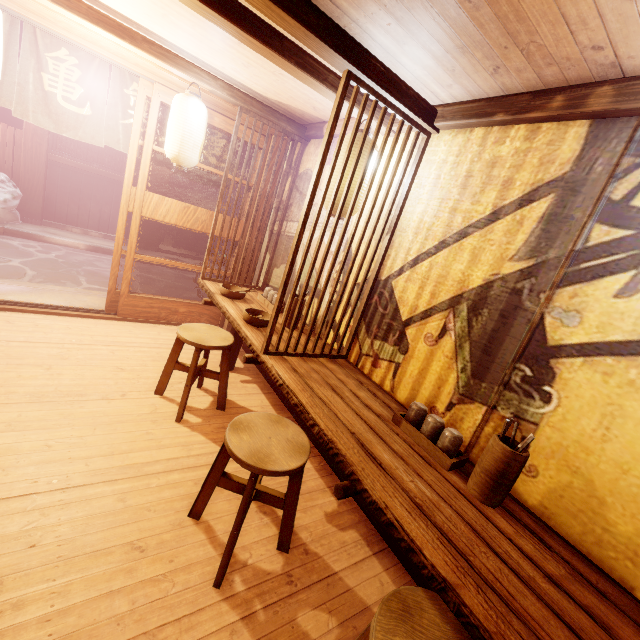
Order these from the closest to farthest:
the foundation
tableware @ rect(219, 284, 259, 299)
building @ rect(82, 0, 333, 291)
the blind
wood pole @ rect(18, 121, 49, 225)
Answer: building @ rect(82, 0, 333, 291) → tableware @ rect(219, 284, 259, 299) → wood pole @ rect(18, 121, 49, 225) → the foundation → the blind

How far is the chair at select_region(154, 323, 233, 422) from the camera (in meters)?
4.88

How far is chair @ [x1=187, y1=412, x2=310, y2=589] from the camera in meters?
3.0

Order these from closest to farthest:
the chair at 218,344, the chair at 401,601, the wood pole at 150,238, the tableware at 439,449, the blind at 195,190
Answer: the chair at 401,601, the tableware at 439,449, the chair at 218,344, the wood pole at 150,238, the blind at 195,190

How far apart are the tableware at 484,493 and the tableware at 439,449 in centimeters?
17cm

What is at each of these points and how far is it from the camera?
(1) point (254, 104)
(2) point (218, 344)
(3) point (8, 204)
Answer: (1) wood bar, 6.1 meters
(2) chair, 5.0 meters
(3) trash, 11.6 meters

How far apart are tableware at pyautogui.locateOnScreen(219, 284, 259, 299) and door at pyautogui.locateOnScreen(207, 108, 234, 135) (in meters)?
2.01

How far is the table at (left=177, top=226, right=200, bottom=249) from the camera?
18.81m
